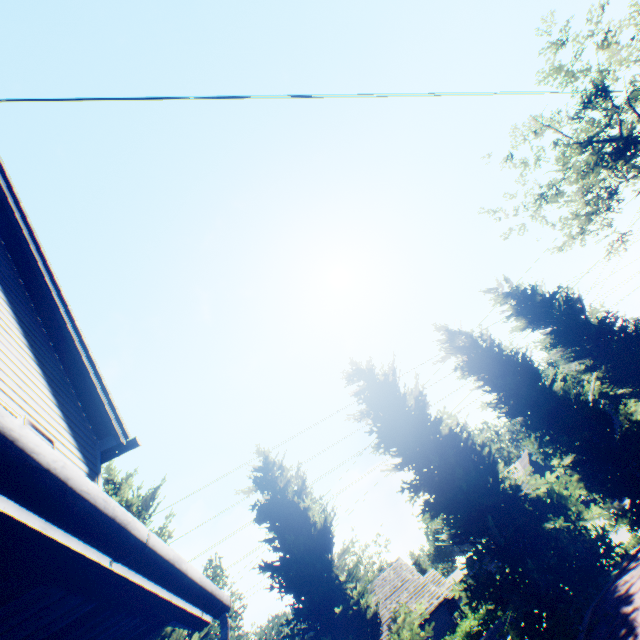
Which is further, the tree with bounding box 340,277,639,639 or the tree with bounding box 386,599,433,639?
the tree with bounding box 340,277,639,639

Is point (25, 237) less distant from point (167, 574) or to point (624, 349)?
point (167, 574)

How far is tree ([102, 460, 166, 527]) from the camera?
10.6m

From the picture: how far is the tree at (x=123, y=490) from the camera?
10.63m

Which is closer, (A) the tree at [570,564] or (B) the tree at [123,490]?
(A) the tree at [570,564]
